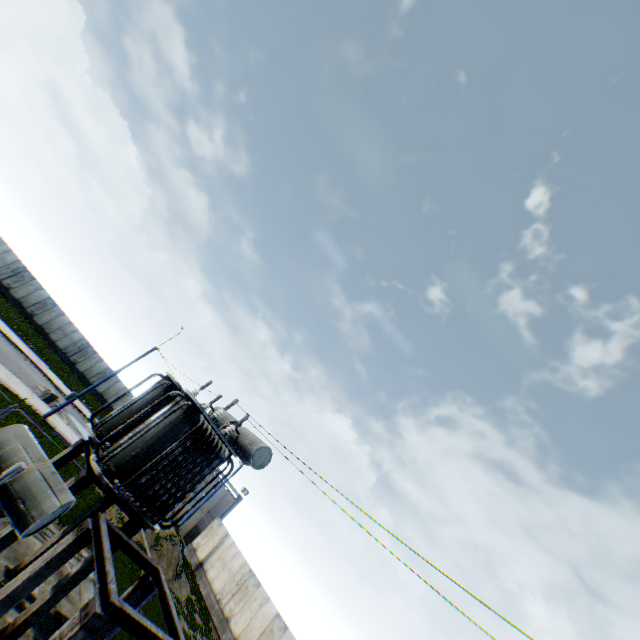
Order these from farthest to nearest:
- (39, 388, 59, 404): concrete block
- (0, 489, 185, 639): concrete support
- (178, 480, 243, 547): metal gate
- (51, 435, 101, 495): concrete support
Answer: (178, 480, 243, 547): metal gate → (39, 388, 59, 404): concrete block → (51, 435, 101, 495): concrete support → (0, 489, 185, 639): concrete support

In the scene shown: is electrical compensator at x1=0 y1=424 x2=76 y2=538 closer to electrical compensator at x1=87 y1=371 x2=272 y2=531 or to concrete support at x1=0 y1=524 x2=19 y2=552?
electrical compensator at x1=87 y1=371 x2=272 y2=531

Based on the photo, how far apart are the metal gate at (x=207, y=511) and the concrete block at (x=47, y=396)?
16.6 meters

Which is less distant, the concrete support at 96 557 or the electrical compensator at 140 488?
the concrete support at 96 557

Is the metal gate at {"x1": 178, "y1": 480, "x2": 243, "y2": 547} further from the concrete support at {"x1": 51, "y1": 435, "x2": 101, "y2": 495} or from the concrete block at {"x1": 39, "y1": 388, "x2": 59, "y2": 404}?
the concrete support at {"x1": 51, "y1": 435, "x2": 101, "y2": 495}

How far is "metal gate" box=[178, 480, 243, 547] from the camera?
29.5 meters

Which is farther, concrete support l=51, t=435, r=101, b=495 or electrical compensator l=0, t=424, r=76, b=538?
concrete support l=51, t=435, r=101, b=495

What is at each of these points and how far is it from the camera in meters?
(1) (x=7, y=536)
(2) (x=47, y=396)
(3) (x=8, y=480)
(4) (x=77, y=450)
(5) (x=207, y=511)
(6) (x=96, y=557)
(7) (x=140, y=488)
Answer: (1) concrete support, 7.5
(2) concrete block, 23.4
(3) electrical compensator, 4.7
(4) concrete support, 10.0
(5) metal gate, 31.0
(6) concrete support, 5.9
(7) electrical compensator, 8.6
